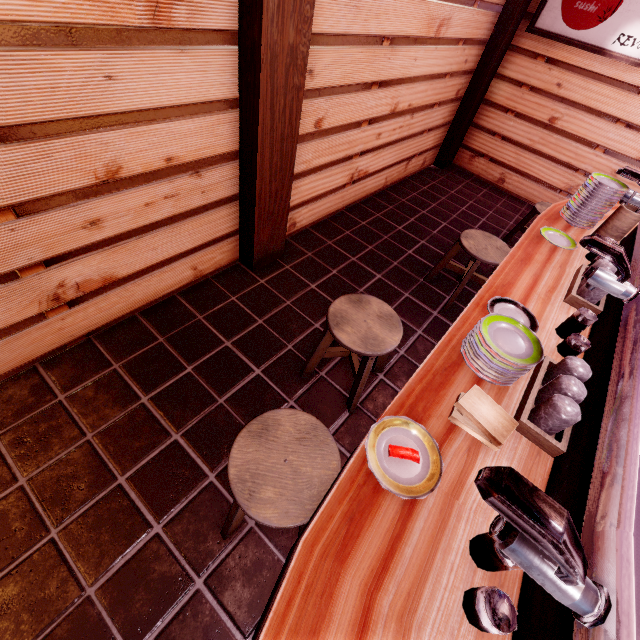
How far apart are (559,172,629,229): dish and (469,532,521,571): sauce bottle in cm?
470

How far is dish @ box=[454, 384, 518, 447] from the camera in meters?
2.1 m

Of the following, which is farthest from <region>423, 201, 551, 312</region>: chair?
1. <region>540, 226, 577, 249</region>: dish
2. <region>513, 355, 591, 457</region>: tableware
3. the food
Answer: the food

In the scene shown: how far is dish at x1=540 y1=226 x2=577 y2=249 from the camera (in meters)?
4.20

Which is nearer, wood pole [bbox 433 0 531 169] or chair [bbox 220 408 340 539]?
chair [bbox 220 408 340 539]

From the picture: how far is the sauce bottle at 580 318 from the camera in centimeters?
281cm

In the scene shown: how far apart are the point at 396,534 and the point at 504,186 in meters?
10.9 m

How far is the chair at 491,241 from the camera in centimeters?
509cm
